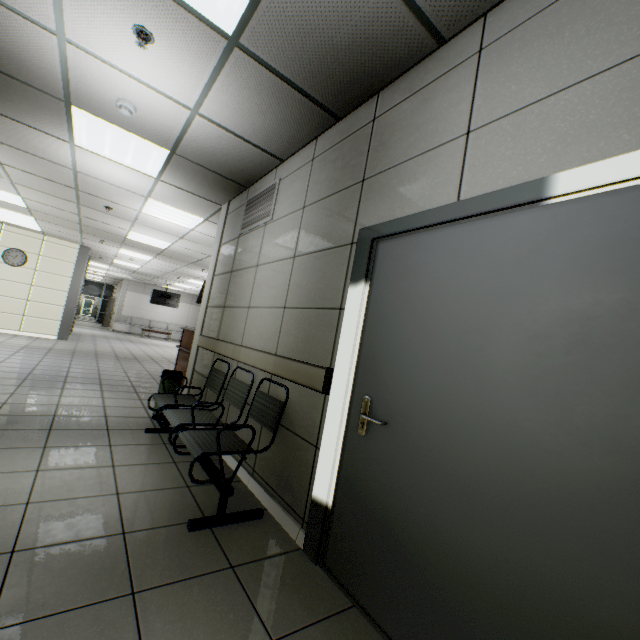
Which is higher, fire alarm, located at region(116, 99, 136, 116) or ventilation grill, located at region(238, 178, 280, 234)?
fire alarm, located at region(116, 99, 136, 116)

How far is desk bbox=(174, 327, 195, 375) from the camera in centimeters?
645cm

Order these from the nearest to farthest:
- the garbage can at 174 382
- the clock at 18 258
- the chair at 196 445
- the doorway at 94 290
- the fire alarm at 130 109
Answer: the chair at 196 445 < the fire alarm at 130 109 < the garbage can at 174 382 < the clock at 18 258 < the doorway at 94 290

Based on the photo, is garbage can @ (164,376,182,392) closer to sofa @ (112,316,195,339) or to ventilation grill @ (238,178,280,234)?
ventilation grill @ (238,178,280,234)

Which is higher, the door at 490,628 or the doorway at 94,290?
the doorway at 94,290

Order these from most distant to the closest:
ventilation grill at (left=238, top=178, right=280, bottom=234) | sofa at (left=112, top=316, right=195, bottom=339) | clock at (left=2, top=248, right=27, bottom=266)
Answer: sofa at (left=112, top=316, right=195, bottom=339)
clock at (left=2, top=248, right=27, bottom=266)
ventilation grill at (left=238, top=178, right=280, bottom=234)

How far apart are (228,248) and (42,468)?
3.17m

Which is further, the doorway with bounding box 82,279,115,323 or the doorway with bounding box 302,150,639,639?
the doorway with bounding box 82,279,115,323
